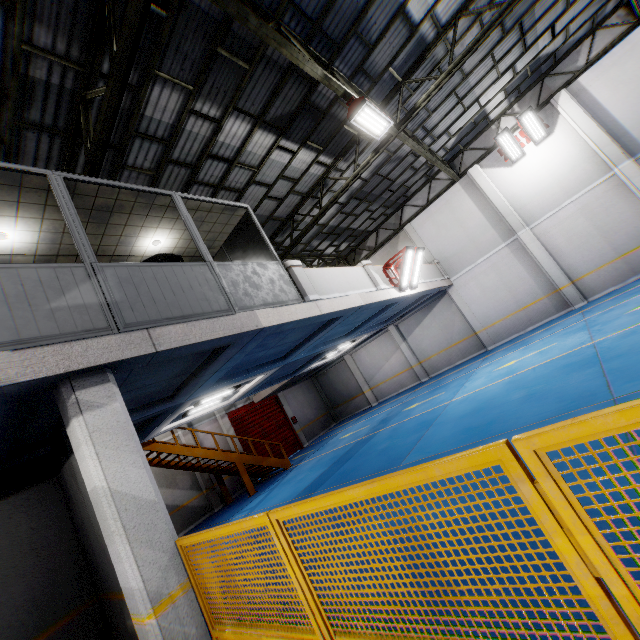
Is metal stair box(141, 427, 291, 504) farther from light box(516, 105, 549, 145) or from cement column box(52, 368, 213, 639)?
light box(516, 105, 549, 145)

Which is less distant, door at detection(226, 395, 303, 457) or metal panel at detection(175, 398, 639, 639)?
metal panel at detection(175, 398, 639, 639)

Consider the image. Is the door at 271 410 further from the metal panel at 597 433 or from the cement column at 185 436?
the metal panel at 597 433

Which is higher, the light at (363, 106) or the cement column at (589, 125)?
the light at (363, 106)

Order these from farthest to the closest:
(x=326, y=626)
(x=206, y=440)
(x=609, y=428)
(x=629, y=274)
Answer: (x=206, y=440)
(x=629, y=274)
(x=326, y=626)
(x=609, y=428)

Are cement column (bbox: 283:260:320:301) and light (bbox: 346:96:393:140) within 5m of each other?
yes

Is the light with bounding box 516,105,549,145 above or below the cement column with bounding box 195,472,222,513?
above

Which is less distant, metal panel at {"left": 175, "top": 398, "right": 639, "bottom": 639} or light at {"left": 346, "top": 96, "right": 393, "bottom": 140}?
metal panel at {"left": 175, "top": 398, "right": 639, "bottom": 639}
